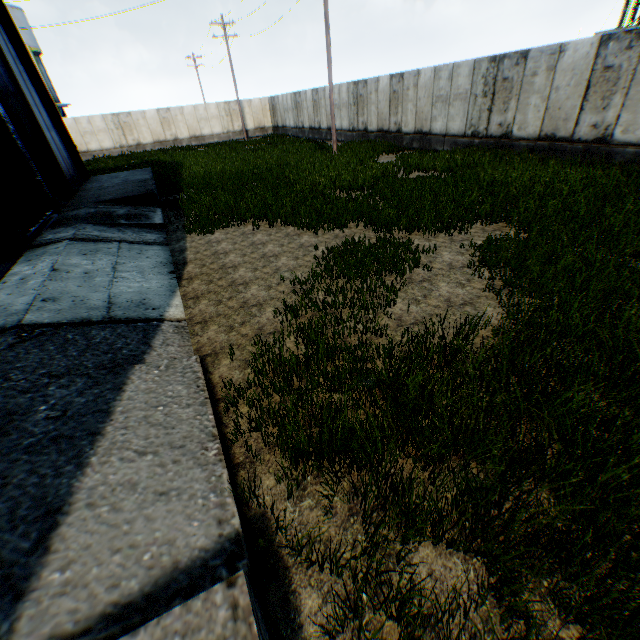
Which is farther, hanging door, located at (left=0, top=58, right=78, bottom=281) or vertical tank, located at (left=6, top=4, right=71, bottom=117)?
vertical tank, located at (left=6, top=4, right=71, bottom=117)

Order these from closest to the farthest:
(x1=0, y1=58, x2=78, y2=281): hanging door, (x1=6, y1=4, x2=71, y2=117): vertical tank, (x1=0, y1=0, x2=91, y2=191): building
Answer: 1. (x1=0, y1=58, x2=78, y2=281): hanging door
2. (x1=0, y1=0, x2=91, y2=191): building
3. (x1=6, y1=4, x2=71, y2=117): vertical tank

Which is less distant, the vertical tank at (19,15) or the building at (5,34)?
the building at (5,34)

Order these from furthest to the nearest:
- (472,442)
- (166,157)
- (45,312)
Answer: (166,157), (45,312), (472,442)

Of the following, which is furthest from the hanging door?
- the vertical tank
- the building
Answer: the vertical tank

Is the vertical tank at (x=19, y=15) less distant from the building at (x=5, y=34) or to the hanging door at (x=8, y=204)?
the building at (x=5, y=34)
